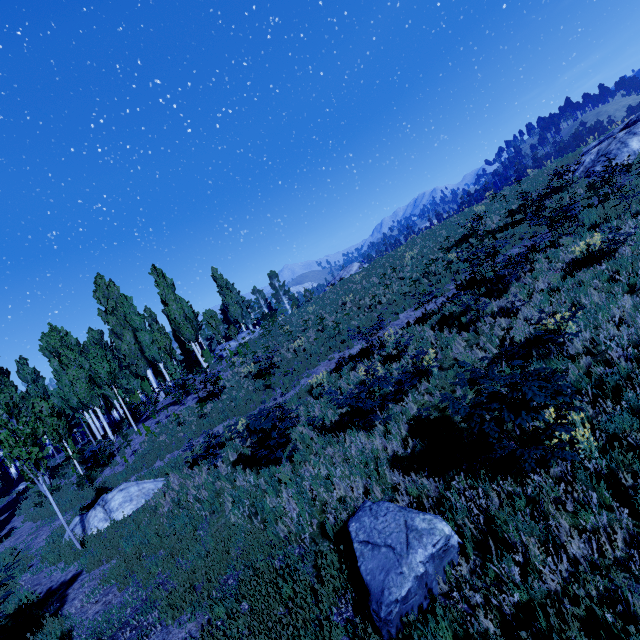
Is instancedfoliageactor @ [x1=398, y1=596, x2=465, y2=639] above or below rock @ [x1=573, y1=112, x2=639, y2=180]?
below

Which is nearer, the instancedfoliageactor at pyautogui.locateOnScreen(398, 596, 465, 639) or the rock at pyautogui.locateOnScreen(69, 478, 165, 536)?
the instancedfoliageactor at pyautogui.locateOnScreen(398, 596, 465, 639)

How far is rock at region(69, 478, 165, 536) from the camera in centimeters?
1092cm

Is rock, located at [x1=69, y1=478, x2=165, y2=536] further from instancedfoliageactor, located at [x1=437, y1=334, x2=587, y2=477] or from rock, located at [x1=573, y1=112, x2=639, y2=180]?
rock, located at [x1=573, y1=112, x2=639, y2=180]

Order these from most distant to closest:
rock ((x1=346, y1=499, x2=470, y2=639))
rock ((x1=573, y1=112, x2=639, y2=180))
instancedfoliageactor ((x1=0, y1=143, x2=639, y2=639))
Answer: rock ((x1=573, y1=112, x2=639, y2=180)), instancedfoliageactor ((x1=0, y1=143, x2=639, y2=639)), rock ((x1=346, y1=499, x2=470, y2=639))

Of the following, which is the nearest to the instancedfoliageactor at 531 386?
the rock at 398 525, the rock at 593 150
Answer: the rock at 398 525

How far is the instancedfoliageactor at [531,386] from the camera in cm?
408

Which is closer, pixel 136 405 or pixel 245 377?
pixel 245 377
